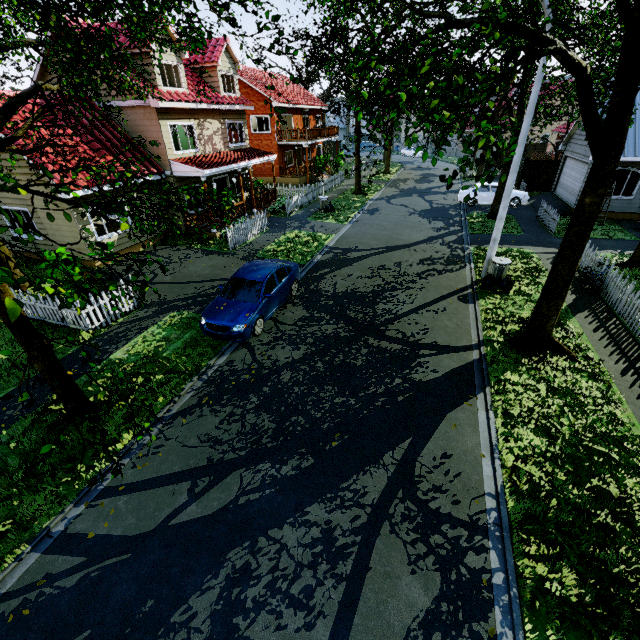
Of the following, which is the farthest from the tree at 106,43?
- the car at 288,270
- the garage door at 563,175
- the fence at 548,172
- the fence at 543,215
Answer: the car at 288,270

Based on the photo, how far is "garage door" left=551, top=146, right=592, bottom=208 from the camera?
19.0m

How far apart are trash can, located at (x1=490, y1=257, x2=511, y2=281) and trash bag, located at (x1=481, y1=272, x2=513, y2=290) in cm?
2

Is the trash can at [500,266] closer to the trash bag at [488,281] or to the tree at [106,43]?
the trash bag at [488,281]

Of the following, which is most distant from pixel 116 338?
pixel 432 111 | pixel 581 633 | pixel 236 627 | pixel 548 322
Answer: pixel 432 111

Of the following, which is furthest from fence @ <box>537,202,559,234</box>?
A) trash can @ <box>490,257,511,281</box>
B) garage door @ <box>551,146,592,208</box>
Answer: trash can @ <box>490,257,511,281</box>

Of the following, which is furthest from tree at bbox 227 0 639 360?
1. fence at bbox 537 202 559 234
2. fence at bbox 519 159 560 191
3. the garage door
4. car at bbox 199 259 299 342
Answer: car at bbox 199 259 299 342

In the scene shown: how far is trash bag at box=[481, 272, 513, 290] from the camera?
11.7 meters
